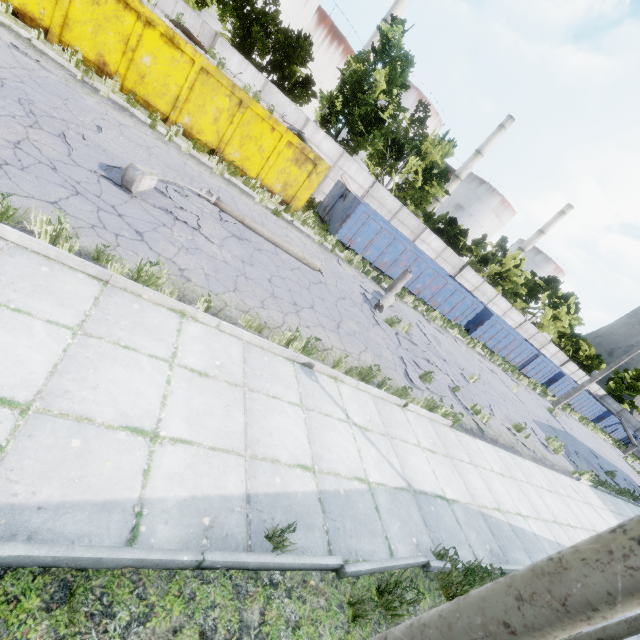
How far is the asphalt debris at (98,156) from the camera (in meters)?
6.16

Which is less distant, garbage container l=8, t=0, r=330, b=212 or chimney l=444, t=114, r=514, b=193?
garbage container l=8, t=0, r=330, b=212

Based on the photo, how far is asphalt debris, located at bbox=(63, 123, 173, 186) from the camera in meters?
6.2 m

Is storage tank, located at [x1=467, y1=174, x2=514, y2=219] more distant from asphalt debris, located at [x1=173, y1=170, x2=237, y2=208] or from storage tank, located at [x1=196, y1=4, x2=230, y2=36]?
asphalt debris, located at [x1=173, y1=170, x2=237, y2=208]

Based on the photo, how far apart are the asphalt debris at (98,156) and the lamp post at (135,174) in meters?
0.0

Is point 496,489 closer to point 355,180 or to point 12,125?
point 12,125

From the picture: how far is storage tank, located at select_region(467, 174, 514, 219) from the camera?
58.25m

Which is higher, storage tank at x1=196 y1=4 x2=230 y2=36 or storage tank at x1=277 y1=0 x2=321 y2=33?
storage tank at x1=277 y1=0 x2=321 y2=33
